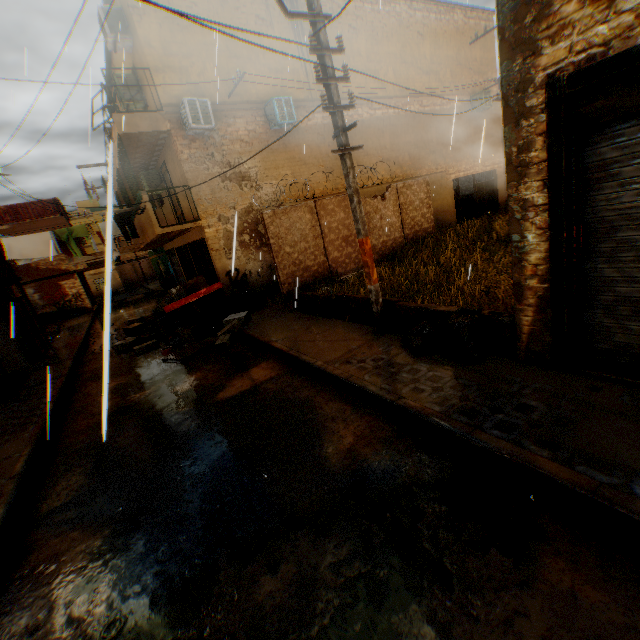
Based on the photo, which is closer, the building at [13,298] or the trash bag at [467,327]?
the trash bag at [467,327]

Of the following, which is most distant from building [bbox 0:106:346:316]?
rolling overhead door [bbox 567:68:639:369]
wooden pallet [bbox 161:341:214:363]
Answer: wooden pallet [bbox 161:341:214:363]

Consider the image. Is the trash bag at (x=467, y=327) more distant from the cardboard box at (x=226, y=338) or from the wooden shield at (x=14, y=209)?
the wooden shield at (x=14, y=209)

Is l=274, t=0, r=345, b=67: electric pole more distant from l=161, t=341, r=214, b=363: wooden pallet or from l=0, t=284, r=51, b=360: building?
l=161, t=341, r=214, b=363: wooden pallet

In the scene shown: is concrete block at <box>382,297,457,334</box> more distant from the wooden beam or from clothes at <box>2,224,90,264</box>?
the wooden beam

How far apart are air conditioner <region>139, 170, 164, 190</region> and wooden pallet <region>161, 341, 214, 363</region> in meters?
7.5 m

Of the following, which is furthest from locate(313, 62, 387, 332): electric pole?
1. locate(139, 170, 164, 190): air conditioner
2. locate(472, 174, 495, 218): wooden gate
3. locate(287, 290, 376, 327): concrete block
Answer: locate(139, 170, 164, 190): air conditioner

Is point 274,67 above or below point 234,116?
above
